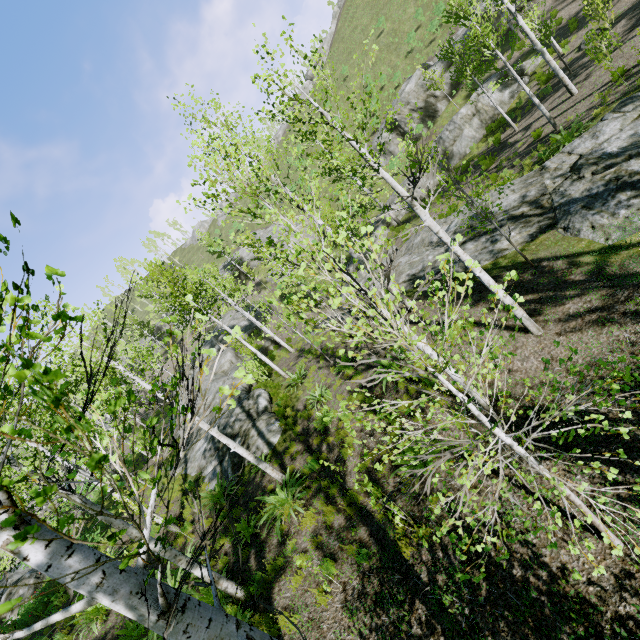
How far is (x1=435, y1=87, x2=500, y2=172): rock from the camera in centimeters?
2291cm

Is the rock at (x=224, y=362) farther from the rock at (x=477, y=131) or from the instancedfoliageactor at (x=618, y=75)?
the rock at (x=477, y=131)

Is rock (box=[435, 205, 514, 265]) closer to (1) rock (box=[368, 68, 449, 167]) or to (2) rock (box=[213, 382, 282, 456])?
(2) rock (box=[213, 382, 282, 456])

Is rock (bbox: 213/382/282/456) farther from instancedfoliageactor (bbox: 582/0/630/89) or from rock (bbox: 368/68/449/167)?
rock (bbox: 368/68/449/167)

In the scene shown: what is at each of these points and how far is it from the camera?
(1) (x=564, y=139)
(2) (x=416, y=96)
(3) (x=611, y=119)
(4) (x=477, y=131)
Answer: (1) instancedfoliageactor, 13.1m
(2) rock, 30.3m
(3) rock, 11.2m
(4) rock, 23.6m

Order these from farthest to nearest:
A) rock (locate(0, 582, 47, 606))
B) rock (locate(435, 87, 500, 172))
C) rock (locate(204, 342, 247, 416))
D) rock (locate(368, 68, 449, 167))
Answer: rock (locate(368, 68, 449, 167)), rock (locate(435, 87, 500, 172)), rock (locate(204, 342, 247, 416)), rock (locate(0, 582, 47, 606))

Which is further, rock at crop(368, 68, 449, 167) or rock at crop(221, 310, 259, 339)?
rock at crop(221, 310, 259, 339)

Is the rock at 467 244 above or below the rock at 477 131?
below
